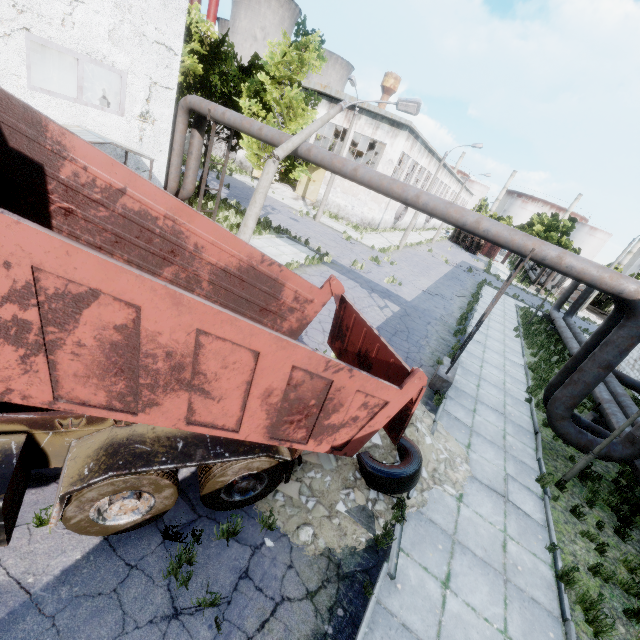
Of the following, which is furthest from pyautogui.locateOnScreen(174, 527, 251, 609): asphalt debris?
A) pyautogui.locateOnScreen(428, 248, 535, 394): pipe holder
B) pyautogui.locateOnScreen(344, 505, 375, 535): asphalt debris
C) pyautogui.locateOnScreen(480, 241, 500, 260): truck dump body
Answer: pyautogui.locateOnScreen(480, 241, 500, 260): truck dump body

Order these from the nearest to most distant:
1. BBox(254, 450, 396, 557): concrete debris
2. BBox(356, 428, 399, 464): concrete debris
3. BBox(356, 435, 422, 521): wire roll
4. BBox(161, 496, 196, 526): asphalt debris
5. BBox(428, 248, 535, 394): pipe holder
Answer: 1. BBox(161, 496, 196, 526): asphalt debris
2. BBox(254, 450, 396, 557): concrete debris
3. BBox(356, 435, 422, 521): wire roll
4. BBox(356, 428, 399, 464): concrete debris
5. BBox(428, 248, 535, 394): pipe holder

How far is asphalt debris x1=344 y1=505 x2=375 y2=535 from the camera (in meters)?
5.66

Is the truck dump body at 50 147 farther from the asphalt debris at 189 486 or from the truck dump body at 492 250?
the truck dump body at 492 250

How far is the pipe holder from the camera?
9.1m

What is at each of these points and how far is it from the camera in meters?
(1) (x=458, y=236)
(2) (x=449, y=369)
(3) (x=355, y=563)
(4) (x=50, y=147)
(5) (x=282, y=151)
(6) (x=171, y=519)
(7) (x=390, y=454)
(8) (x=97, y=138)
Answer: (1) truck, 56.3
(2) pipe holder, 10.5
(3) asphalt debris, 5.1
(4) truck dump body, 4.0
(5) lamp post, 10.2
(6) asphalt debris, 4.7
(7) concrete debris, 6.7
(8) awning, 9.7

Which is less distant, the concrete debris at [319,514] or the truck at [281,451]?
the truck at [281,451]

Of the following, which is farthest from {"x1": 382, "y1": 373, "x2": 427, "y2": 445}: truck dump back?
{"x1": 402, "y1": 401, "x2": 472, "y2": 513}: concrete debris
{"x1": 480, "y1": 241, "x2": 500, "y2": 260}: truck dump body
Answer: {"x1": 480, "y1": 241, "x2": 500, "y2": 260}: truck dump body
